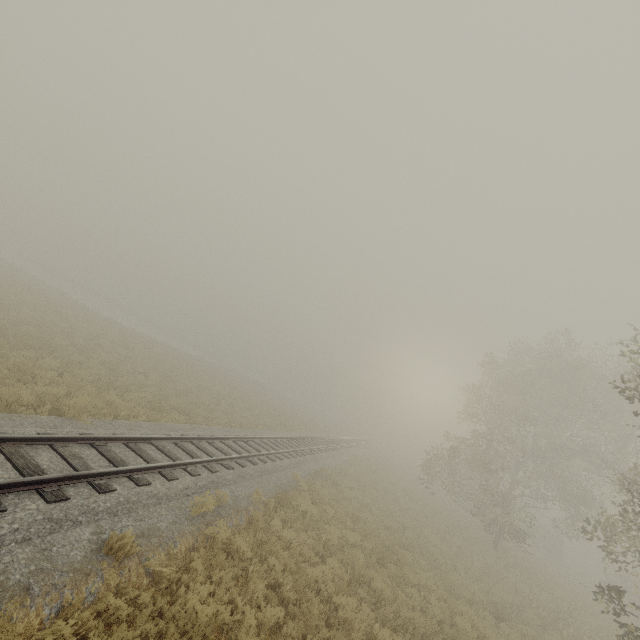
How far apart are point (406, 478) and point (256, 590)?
35.24m
